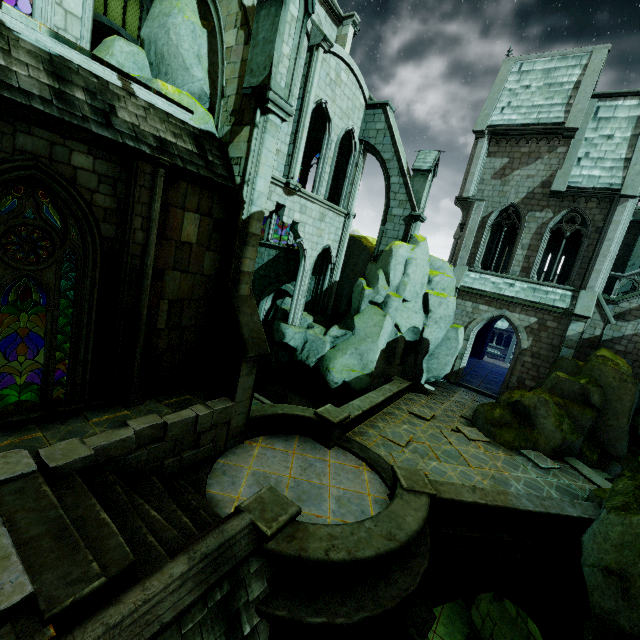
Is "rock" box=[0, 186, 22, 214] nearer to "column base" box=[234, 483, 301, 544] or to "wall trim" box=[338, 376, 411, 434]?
"wall trim" box=[338, 376, 411, 434]

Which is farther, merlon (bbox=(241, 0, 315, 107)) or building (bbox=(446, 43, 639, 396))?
building (bbox=(446, 43, 639, 396))

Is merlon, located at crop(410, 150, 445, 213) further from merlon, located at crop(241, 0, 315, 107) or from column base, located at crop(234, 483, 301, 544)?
column base, located at crop(234, 483, 301, 544)

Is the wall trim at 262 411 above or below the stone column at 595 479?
above

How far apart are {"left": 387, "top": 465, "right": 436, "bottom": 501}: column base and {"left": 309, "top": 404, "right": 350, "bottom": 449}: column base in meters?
2.2 m

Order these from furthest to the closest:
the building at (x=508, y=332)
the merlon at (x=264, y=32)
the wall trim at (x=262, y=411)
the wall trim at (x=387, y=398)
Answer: the building at (x=508, y=332)
the wall trim at (x=387, y=398)
the wall trim at (x=262, y=411)
the merlon at (x=264, y=32)

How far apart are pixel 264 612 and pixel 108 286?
6.9m

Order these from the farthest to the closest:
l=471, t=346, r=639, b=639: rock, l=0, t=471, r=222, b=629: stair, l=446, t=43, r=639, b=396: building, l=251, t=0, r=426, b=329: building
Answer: l=446, t=43, r=639, b=396: building < l=251, t=0, r=426, b=329: building < l=471, t=346, r=639, b=639: rock < l=0, t=471, r=222, b=629: stair
